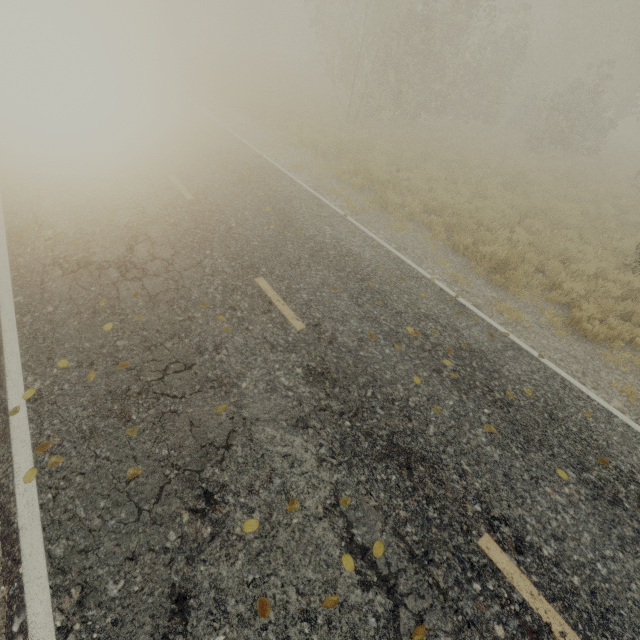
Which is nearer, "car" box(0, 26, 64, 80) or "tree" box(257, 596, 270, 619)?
"tree" box(257, 596, 270, 619)

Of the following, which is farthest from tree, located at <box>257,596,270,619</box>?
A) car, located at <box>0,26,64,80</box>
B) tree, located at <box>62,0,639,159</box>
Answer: car, located at <box>0,26,64,80</box>

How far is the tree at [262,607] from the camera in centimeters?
274cm

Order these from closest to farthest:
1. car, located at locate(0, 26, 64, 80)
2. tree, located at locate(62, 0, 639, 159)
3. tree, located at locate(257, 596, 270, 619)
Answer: tree, located at locate(257, 596, 270, 619), car, located at locate(0, 26, 64, 80), tree, located at locate(62, 0, 639, 159)

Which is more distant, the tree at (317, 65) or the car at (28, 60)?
the tree at (317, 65)

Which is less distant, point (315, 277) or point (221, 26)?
point (315, 277)

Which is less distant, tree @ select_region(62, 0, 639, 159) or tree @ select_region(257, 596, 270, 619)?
tree @ select_region(257, 596, 270, 619)

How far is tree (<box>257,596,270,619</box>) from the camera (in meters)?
2.74
